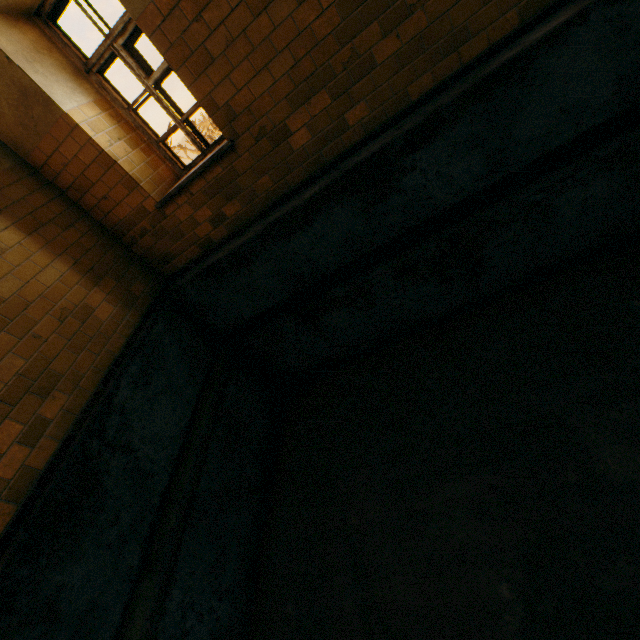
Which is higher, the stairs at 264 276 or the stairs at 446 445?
the stairs at 264 276

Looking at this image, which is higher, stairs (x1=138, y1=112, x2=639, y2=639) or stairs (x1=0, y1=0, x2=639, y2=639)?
stairs (x1=0, y1=0, x2=639, y2=639)

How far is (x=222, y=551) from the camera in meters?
3.4 m
